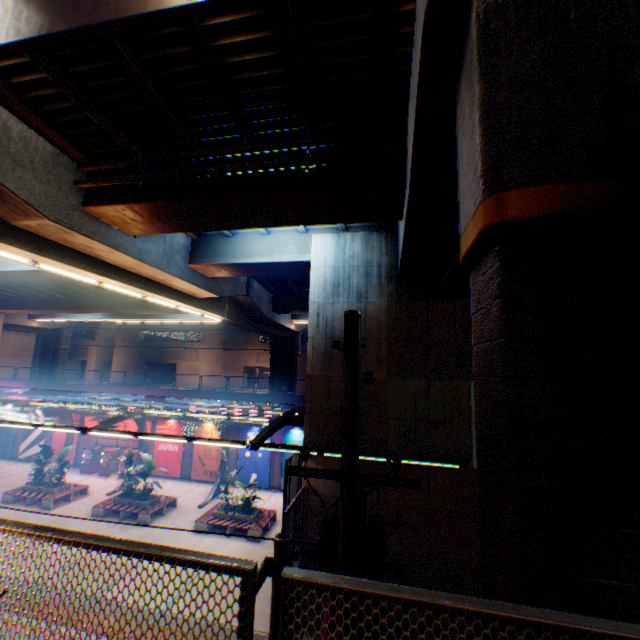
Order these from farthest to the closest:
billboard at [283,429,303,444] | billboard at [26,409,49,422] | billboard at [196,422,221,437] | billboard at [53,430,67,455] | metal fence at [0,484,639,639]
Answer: billboard at [26,409,49,422] < billboard at [53,430,67,455] < billboard at [196,422,221,437] < billboard at [283,429,303,444] < metal fence at [0,484,639,639]

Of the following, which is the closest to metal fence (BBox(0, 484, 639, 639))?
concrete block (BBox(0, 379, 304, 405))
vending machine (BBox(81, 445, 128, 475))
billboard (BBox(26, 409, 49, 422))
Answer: concrete block (BBox(0, 379, 304, 405))

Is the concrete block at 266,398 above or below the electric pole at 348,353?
below

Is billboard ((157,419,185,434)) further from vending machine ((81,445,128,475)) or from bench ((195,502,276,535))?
bench ((195,502,276,535))

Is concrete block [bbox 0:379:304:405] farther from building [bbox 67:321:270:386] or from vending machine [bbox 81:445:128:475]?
building [bbox 67:321:270:386]

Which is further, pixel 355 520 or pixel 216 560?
pixel 355 520

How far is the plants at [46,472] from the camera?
21.19m

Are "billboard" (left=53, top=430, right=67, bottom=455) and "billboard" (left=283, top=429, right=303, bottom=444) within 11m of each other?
no
